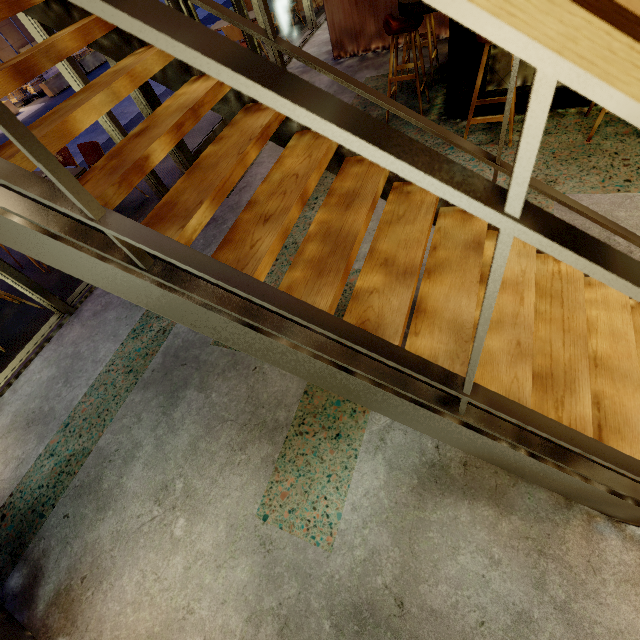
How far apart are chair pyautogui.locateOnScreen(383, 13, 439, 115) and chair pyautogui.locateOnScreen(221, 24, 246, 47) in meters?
3.9

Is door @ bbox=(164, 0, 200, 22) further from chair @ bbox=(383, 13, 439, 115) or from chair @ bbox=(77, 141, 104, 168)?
chair @ bbox=(383, 13, 439, 115)

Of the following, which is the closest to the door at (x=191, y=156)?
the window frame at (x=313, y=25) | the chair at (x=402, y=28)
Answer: the window frame at (x=313, y=25)

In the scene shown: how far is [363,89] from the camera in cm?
148

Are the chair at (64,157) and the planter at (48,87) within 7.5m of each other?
no

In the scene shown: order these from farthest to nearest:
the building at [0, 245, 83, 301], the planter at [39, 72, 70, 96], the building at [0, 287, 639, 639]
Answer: the planter at [39, 72, 70, 96], the building at [0, 245, 83, 301], the building at [0, 287, 639, 639]

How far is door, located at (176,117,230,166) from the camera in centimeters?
461cm

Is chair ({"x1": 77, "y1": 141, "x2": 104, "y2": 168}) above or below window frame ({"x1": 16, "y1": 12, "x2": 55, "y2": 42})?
below
